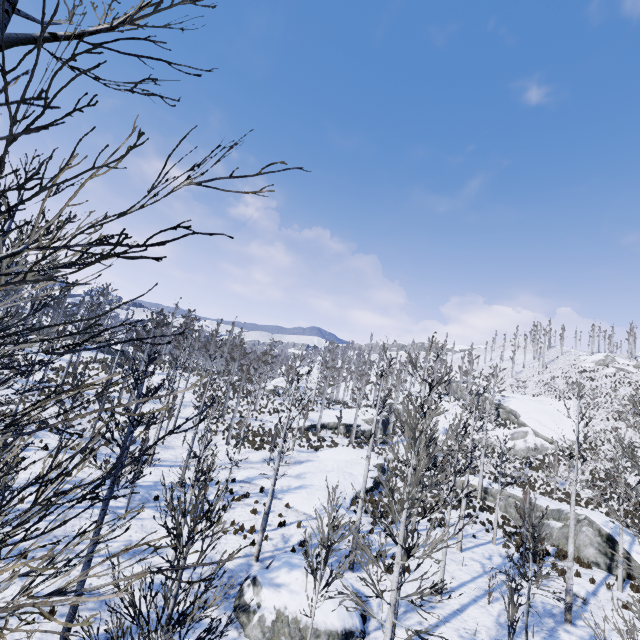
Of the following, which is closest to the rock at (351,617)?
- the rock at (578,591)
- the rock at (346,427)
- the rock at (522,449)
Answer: the rock at (578,591)

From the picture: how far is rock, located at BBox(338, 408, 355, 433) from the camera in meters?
40.8 m

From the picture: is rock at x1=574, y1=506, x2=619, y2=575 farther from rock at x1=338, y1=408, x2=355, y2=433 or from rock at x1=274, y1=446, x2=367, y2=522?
rock at x1=338, y1=408, x2=355, y2=433

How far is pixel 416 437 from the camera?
7.7 meters

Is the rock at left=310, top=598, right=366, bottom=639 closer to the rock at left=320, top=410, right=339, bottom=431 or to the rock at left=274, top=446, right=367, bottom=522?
the rock at left=274, top=446, right=367, bottom=522

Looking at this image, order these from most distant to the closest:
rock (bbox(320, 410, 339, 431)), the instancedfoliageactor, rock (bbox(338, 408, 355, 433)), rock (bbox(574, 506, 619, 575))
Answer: rock (bbox(338, 408, 355, 433)), rock (bbox(320, 410, 339, 431)), rock (bbox(574, 506, 619, 575)), the instancedfoliageactor

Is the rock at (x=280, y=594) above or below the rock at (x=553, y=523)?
below

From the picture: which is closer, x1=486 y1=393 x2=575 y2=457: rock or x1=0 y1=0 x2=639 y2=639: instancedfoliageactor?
x1=0 y1=0 x2=639 y2=639: instancedfoliageactor
